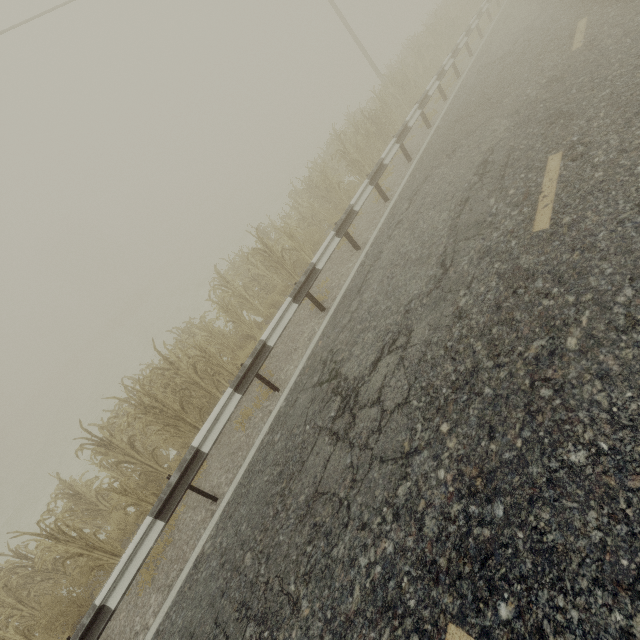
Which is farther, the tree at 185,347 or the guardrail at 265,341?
the tree at 185,347

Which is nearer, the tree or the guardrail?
the guardrail

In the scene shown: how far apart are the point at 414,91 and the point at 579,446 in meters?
15.7 m
